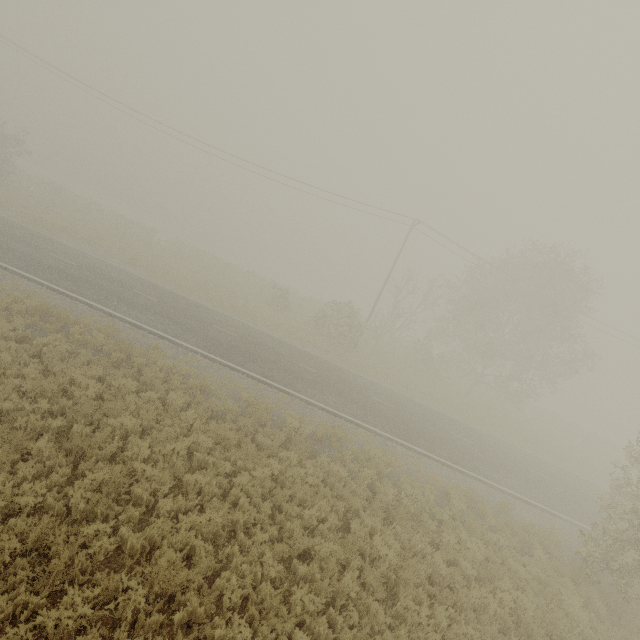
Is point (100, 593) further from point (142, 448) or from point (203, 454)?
point (203, 454)
